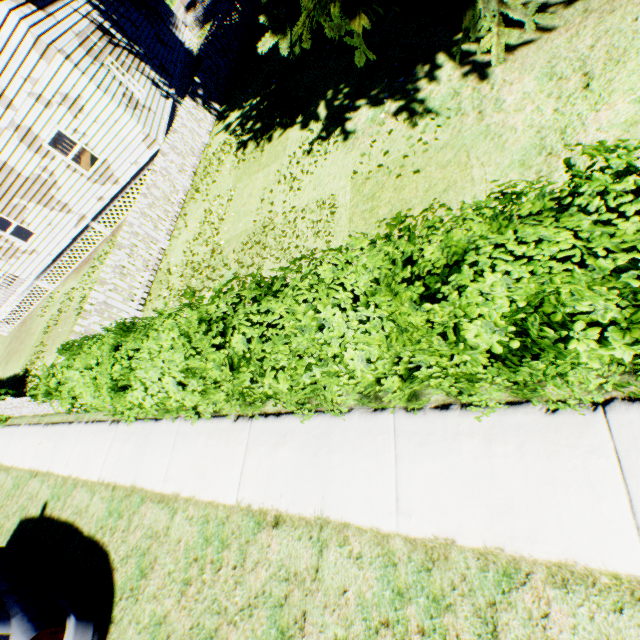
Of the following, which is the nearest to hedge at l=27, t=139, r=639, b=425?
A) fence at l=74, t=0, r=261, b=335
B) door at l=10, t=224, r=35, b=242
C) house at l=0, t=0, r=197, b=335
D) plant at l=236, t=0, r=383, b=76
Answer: fence at l=74, t=0, r=261, b=335

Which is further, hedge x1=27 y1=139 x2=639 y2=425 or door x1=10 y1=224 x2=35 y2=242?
door x1=10 y1=224 x2=35 y2=242

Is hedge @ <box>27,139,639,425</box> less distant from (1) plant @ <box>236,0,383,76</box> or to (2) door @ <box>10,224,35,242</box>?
(1) plant @ <box>236,0,383,76</box>

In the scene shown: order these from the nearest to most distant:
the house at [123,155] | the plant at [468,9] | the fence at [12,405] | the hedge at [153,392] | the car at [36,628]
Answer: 1. the hedge at [153,392]
2. the car at [36,628]
3. the plant at [468,9]
4. the fence at [12,405]
5. the house at [123,155]

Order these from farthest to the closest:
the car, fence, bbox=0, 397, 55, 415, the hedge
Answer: fence, bbox=0, 397, 55, 415, the car, the hedge

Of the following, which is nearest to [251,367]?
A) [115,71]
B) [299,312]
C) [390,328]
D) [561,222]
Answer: [299,312]

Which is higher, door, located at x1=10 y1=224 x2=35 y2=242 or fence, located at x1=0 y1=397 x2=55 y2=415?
door, located at x1=10 y1=224 x2=35 y2=242

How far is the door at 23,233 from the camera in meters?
16.3 m
